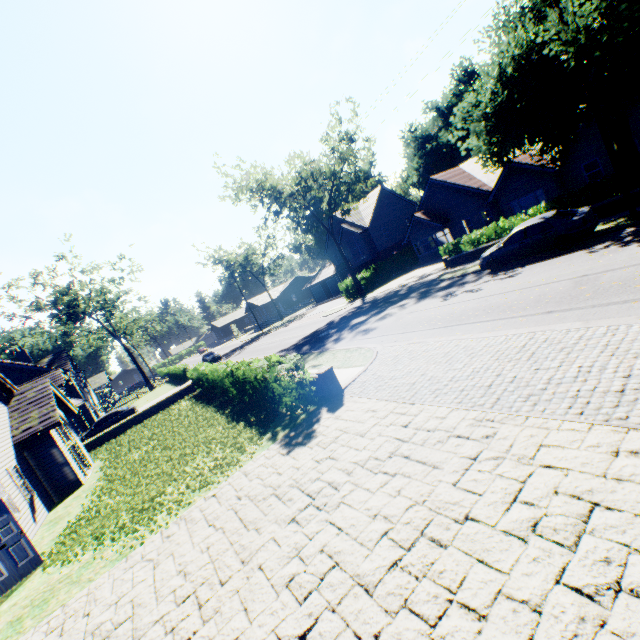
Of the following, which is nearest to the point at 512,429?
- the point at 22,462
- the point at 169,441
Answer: the point at 169,441

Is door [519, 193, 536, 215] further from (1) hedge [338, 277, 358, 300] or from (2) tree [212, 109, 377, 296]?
(1) hedge [338, 277, 358, 300]

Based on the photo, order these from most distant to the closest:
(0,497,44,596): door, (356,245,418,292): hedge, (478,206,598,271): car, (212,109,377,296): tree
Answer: (356,245,418,292): hedge, (212,109,377,296): tree, (478,206,598,271): car, (0,497,44,596): door

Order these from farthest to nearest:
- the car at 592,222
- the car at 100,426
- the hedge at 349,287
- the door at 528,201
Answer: the hedge at 349,287
the car at 100,426
the door at 528,201
the car at 592,222

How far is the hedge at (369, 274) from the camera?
35.8 meters

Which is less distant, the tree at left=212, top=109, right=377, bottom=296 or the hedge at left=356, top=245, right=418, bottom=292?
the tree at left=212, top=109, right=377, bottom=296

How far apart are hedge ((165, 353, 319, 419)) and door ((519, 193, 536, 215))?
24.71m

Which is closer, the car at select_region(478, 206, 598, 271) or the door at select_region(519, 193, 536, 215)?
the car at select_region(478, 206, 598, 271)
